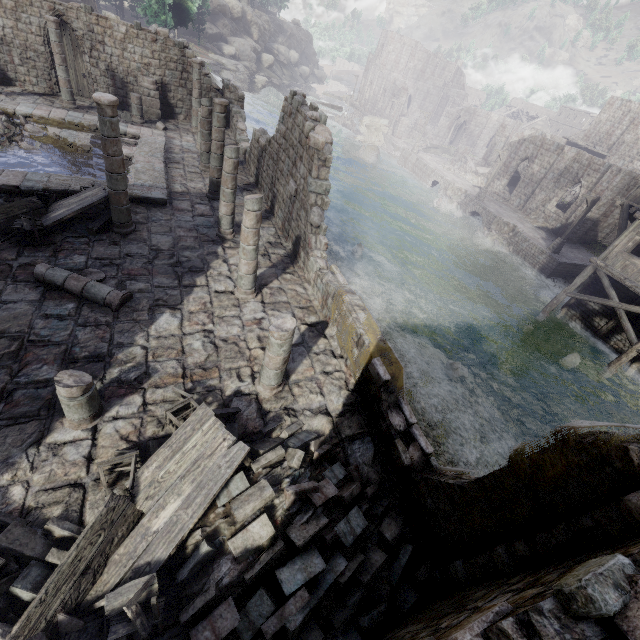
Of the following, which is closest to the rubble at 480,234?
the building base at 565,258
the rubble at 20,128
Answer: the building base at 565,258

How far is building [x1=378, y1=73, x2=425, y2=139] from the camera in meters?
51.3 m

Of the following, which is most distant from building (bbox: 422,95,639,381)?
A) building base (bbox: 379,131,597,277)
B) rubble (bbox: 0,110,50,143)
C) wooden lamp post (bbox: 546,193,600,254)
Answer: wooden lamp post (bbox: 546,193,600,254)

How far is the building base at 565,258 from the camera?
26.47m

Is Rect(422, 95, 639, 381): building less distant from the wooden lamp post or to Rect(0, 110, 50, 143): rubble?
Rect(0, 110, 50, 143): rubble

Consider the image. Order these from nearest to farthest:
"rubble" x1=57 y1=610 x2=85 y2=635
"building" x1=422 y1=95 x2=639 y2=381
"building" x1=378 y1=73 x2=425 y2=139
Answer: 1. "rubble" x1=57 y1=610 x2=85 y2=635
2. "building" x1=422 y1=95 x2=639 y2=381
3. "building" x1=378 y1=73 x2=425 y2=139

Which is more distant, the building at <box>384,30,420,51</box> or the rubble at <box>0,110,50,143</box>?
the building at <box>384,30,420,51</box>

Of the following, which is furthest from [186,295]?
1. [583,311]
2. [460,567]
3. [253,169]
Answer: [583,311]
